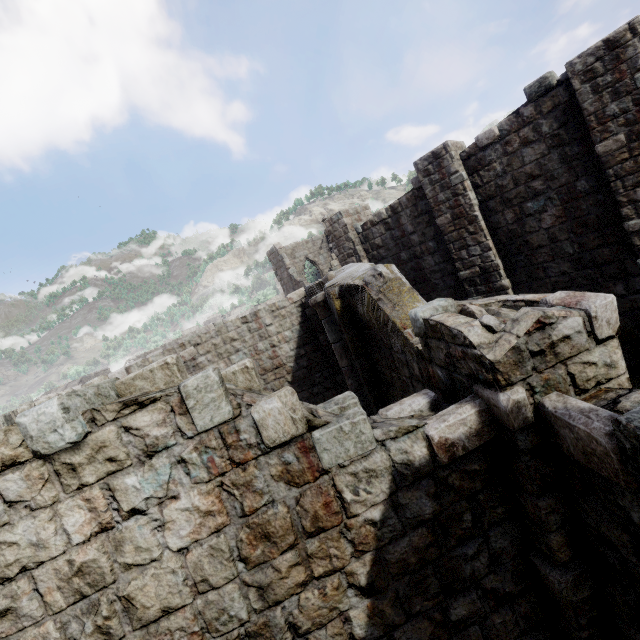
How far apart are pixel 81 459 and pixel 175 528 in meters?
1.0 m
